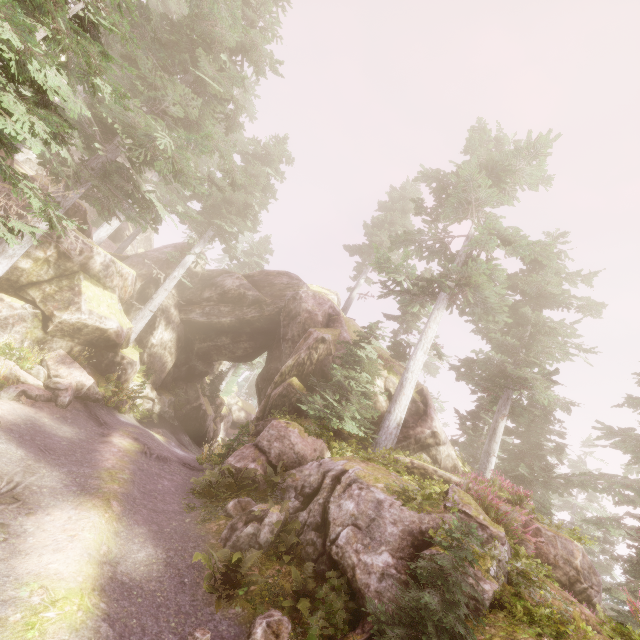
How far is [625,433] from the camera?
18.06m

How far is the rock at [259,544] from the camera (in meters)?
8.49

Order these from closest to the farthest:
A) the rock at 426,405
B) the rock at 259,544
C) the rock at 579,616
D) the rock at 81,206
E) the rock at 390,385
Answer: the rock at 579,616
the rock at 426,405
the rock at 259,544
the rock at 390,385
the rock at 81,206

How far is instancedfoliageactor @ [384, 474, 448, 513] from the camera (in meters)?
8.02

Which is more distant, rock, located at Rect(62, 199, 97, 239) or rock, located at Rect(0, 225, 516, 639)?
rock, located at Rect(62, 199, 97, 239)

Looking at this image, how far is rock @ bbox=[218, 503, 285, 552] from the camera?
8.5m

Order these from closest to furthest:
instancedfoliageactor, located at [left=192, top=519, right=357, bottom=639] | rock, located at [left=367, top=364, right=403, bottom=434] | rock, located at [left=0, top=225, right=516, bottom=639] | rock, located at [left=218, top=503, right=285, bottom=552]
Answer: instancedfoliageactor, located at [left=192, top=519, right=357, bottom=639] → rock, located at [left=0, top=225, right=516, bottom=639] → rock, located at [left=218, top=503, right=285, bottom=552] → rock, located at [left=367, top=364, right=403, bottom=434]
